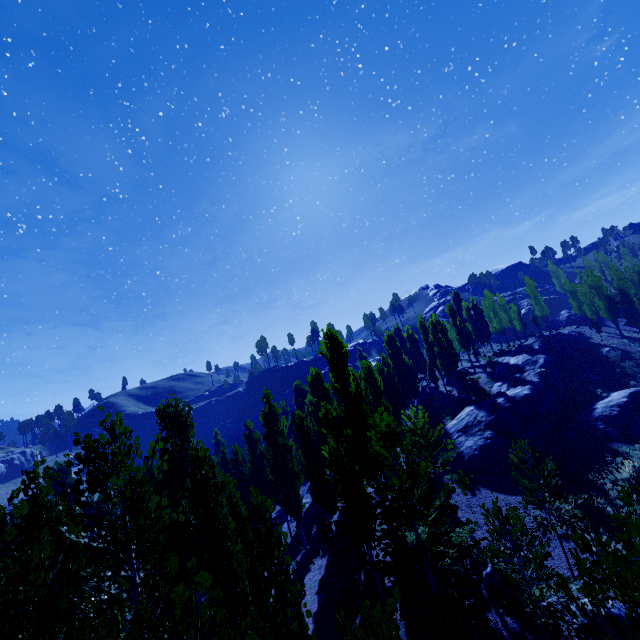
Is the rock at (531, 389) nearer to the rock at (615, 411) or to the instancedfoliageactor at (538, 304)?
the instancedfoliageactor at (538, 304)

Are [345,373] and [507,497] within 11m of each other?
no

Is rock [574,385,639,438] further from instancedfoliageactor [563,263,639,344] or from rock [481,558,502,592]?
rock [481,558,502,592]

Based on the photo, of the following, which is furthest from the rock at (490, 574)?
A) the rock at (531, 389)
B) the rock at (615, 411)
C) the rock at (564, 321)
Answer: the rock at (564, 321)

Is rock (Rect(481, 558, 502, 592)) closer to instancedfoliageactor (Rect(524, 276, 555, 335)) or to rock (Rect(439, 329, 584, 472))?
instancedfoliageactor (Rect(524, 276, 555, 335))

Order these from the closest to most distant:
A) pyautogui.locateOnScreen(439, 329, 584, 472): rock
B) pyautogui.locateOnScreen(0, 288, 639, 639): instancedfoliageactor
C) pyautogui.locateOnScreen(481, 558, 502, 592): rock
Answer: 1. pyautogui.locateOnScreen(0, 288, 639, 639): instancedfoliageactor
2. pyautogui.locateOnScreen(481, 558, 502, 592): rock
3. pyautogui.locateOnScreen(439, 329, 584, 472): rock

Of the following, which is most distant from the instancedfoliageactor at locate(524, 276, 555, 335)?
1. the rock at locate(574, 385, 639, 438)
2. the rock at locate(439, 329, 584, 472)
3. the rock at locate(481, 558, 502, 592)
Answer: the rock at locate(574, 385, 639, 438)
